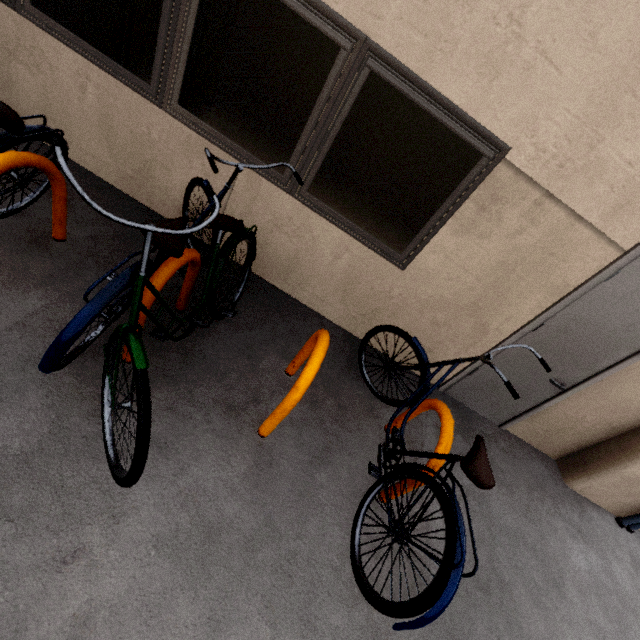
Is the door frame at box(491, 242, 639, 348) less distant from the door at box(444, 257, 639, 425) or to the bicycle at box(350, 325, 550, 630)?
the door at box(444, 257, 639, 425)

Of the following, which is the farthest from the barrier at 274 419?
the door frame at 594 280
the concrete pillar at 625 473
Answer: the concrete pillar at 625 473

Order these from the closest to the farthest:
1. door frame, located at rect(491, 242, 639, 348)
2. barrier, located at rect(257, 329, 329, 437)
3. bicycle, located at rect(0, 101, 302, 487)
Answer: bicycle, located at rect(0, 101, 302, 487)
barrier, located at rect(257, 329, 329, 437)
door frame, located at rect(491, 242, 639, 348)

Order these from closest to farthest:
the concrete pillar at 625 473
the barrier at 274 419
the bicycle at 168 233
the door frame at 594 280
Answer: the bicycle at 168 233, the barrier at 274 419, the door frame at 594 280, the concrete pillar at 625 473

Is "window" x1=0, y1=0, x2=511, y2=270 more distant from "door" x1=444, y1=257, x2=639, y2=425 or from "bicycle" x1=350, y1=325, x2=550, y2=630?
"door" x1=444, y1=257, x2=639, y2=425

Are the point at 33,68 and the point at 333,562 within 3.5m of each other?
no

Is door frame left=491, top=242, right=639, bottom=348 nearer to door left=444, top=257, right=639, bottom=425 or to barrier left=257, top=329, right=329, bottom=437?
door left=444, top=257, right=639, bottom=425

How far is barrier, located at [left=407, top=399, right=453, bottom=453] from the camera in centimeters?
202cm
